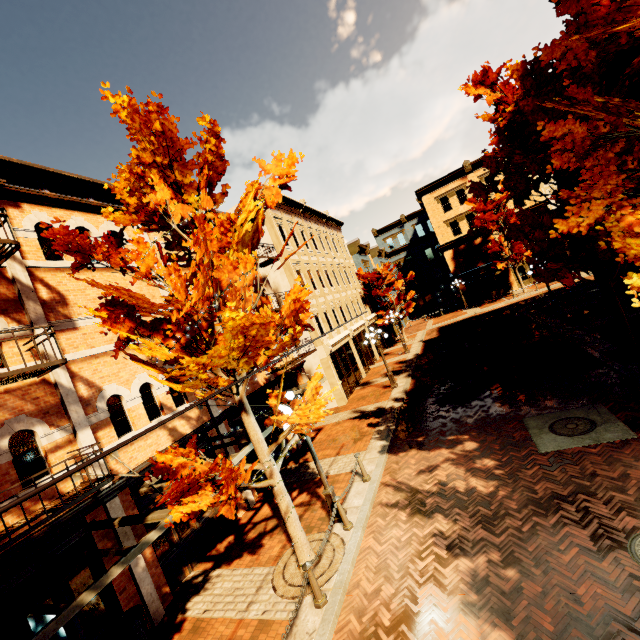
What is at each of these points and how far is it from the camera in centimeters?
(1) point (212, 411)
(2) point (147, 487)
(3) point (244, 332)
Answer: (1) building, 1118cm
(2) awning, 810cm
(3) tree, 558cm

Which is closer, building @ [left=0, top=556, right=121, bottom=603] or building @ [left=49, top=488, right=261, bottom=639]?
building @ [left=0, top=556, right=121, bottom=603]

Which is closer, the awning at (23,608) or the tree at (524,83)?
the awning at (23,608)

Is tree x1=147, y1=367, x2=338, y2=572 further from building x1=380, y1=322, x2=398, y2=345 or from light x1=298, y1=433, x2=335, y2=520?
building x1=380, y1=322, x2=398, y2=345

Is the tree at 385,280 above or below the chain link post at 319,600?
above

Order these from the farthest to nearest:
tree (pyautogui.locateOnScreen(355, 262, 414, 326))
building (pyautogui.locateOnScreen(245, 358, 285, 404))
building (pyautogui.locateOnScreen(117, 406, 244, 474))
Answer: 1. tree (pyautogui.locateOnScreen(355, 262, 414, 326))
2. building (pyautogui.locateOnScreen(245, 358, 285, 404))
3. building (pyautogui.locateOnScreen(117, 406, 244, 474))

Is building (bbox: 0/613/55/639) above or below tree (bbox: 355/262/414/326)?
below

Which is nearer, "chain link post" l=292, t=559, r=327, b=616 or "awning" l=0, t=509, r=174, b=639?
"awning" l=0, t=509, r=174, b=639
